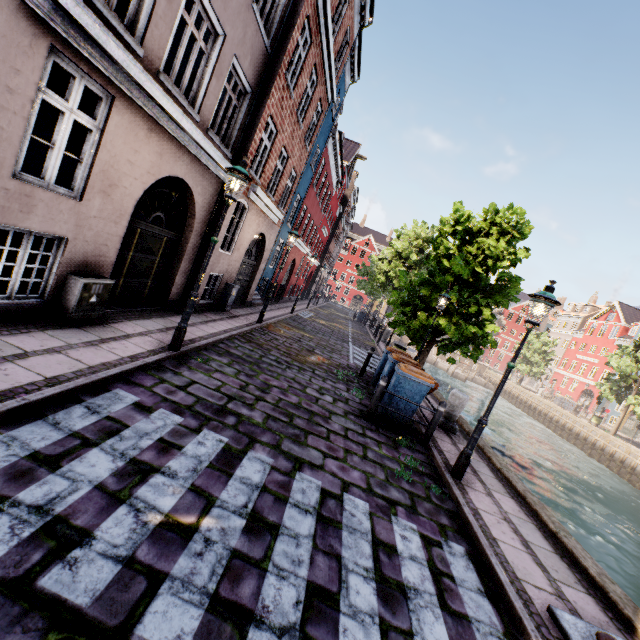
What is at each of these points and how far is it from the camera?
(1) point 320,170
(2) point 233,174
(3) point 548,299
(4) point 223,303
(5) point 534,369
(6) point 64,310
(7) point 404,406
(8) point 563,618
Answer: (1) building, 20.3m
(2) street light, 5.9m
(3) street light, 5.5m
(4) electrical box, 11.8m
(5) tree, 41.7m
(6) electrical box, 5.7m
(7) trash bin, 7.5m
(8) boat ring, 3.5m

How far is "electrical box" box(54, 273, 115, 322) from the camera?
5.6 meters

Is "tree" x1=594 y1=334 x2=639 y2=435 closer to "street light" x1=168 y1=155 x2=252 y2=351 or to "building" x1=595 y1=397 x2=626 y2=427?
"street light" x1=168 y1=155 x2=252 y2=351

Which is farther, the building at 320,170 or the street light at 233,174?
the street light at 233,174

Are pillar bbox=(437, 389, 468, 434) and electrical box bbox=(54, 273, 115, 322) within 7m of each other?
no

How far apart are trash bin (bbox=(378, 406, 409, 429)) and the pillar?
1.34m

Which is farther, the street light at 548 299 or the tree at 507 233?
the tree at 507 233

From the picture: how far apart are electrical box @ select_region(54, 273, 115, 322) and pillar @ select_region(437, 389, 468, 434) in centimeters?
852cm
